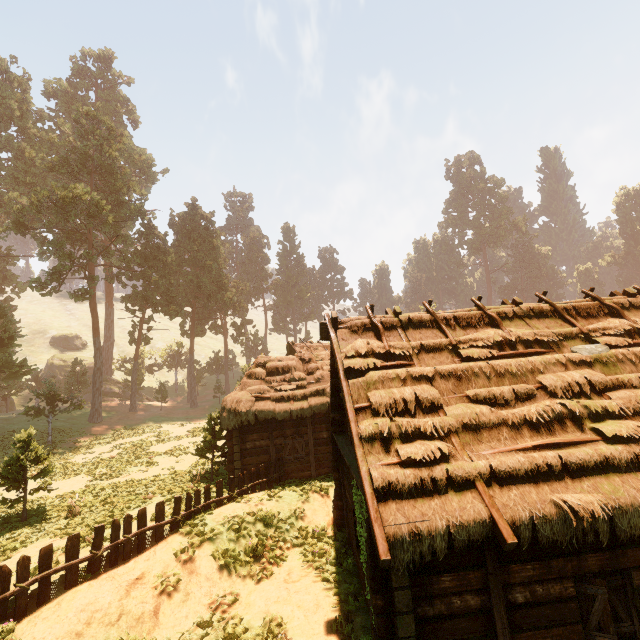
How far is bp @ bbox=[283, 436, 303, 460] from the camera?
16.4m

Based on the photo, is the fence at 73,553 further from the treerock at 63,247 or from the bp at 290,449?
the treerock at 63,247

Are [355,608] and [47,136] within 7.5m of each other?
no

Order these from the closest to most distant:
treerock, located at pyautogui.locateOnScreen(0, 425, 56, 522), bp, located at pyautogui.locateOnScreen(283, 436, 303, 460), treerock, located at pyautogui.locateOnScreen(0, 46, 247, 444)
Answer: treerock, located at pyautogui.locateOnScreen(0, 425, 56, 522) < bp, located at pyautogui.locateOnScreen(283, 436, 303, 460) < treerock, located at pyautogui.locateOnScreen(0, 46, 247, 444)

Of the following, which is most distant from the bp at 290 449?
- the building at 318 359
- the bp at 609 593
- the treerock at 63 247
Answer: the bp at 609 593

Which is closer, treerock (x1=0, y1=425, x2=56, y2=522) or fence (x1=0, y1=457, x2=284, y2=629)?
fence (x1=0, y1=457, x2=284, y2=629)

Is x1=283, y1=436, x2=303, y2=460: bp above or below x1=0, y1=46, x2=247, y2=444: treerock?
below

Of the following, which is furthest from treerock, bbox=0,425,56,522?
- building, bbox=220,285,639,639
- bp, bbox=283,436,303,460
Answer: bp, bbox=283,436,303,460
